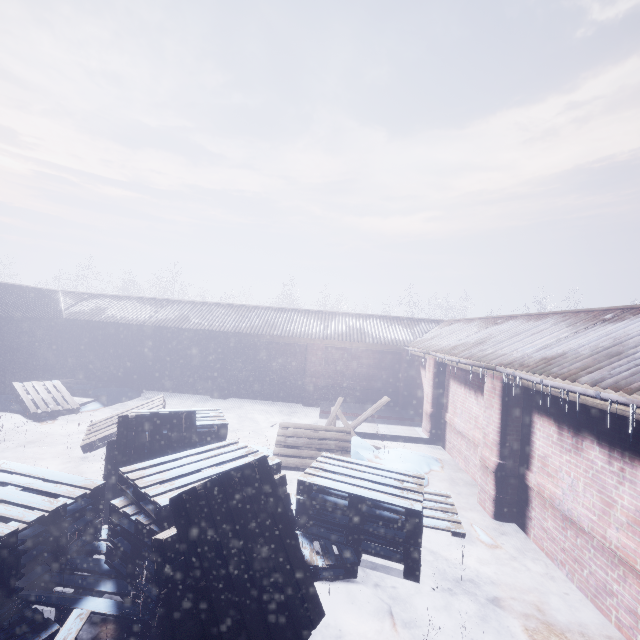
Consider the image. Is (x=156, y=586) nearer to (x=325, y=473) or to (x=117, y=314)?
(x=325, y=473)

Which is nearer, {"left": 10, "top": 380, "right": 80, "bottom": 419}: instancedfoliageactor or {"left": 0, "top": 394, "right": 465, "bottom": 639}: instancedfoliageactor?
{"left": 0, "top": 394, "right": 465, "bottom": 639}: instancedfoliageactor

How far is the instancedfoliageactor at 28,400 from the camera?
7.62m

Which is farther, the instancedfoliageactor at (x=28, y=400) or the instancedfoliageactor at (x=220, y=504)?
the instancedfoliageactor at (x=28, y=400)

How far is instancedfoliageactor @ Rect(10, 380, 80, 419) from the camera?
7.62m
